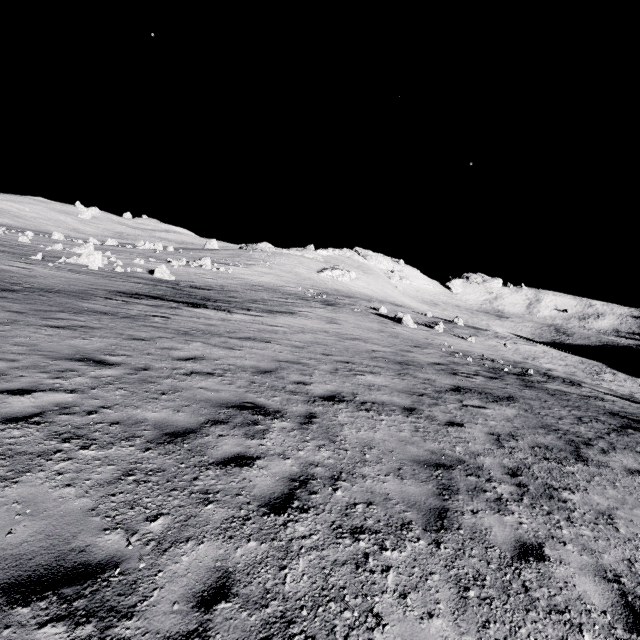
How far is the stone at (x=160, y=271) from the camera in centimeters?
2888cm

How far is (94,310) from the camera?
12.3m

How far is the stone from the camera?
28.9m
